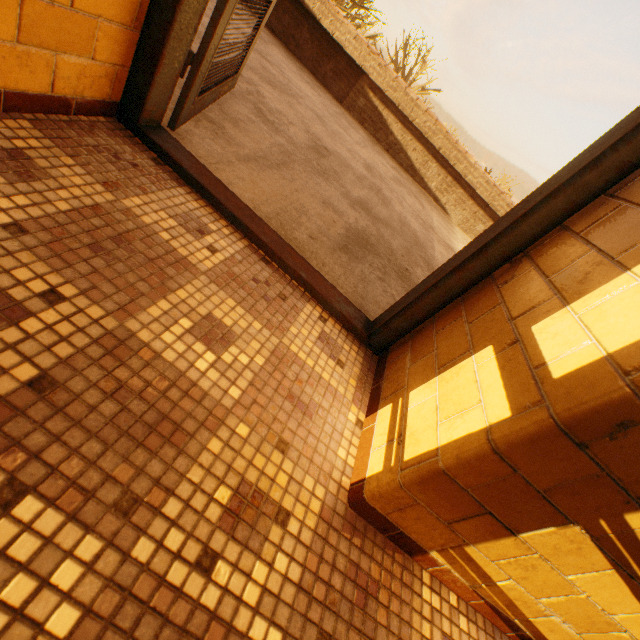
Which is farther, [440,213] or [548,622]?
[440,213]
